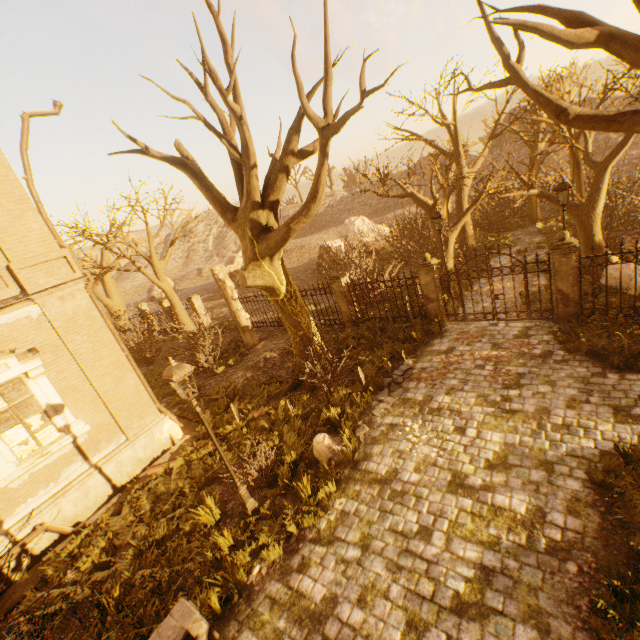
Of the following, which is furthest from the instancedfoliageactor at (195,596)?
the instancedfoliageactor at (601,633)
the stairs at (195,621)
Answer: the instancedfoliageactor at (601,633)

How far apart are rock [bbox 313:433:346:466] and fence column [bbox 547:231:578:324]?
7.75m

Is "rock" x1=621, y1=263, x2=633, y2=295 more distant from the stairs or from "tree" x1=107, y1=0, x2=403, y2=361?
the stairs

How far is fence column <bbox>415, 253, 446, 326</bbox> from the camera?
11.6m

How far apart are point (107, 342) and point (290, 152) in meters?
7.4 m

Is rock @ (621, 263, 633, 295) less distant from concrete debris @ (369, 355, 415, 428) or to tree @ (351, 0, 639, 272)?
tree @ (351, 0, 639, 272)

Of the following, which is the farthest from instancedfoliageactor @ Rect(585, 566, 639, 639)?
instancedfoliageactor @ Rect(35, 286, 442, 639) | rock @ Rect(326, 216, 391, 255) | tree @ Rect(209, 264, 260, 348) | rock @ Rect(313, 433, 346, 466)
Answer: tree @ Rect(209, 264, 260, 348)

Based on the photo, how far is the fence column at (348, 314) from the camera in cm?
1409
